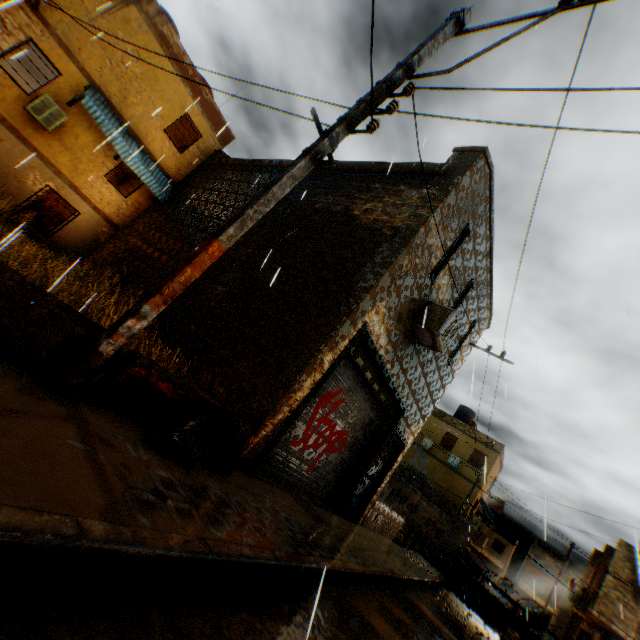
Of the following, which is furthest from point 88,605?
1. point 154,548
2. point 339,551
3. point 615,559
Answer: point 615,559

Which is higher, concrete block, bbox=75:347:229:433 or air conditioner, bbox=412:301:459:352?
air conditioner, bbox=412:301:459:352

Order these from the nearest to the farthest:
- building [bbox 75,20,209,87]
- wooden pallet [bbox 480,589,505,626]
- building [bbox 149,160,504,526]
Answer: building [bbox 149,160,504,526] → building [bbox 75,20,209,87] → wooden pallet [bbox 480,589,505,626]

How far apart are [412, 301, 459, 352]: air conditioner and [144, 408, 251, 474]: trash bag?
2.23m

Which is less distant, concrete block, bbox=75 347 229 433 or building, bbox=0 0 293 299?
concrete block, bbox=75 347 229 433

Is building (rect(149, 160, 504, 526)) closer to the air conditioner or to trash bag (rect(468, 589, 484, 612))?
the air conditioner

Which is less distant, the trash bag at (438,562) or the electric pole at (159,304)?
the electric pole at (159,304)

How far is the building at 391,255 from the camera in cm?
584
